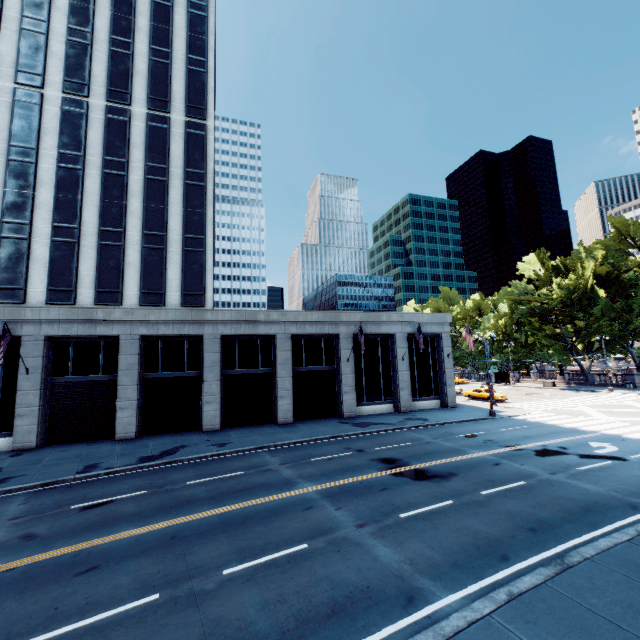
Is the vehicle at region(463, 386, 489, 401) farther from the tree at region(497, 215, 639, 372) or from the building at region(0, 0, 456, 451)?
the tree at region(497, 215, 639, 372)

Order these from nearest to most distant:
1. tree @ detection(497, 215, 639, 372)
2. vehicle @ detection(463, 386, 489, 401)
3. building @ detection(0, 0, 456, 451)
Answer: building @ detection(0, 0, 456, 451), vehicle @ detection(463, 386, 489, 401), tree @ detection(497, 215, 639, 372)

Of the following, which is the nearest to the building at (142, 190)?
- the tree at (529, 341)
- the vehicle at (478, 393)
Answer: the vehicle at (478, 393)

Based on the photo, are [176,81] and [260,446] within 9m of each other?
no

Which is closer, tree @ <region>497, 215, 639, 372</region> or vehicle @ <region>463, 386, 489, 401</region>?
vehicle @ <region>463, 386, 489, 401</region>

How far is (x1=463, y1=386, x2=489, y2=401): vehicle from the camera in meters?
37.5 m
